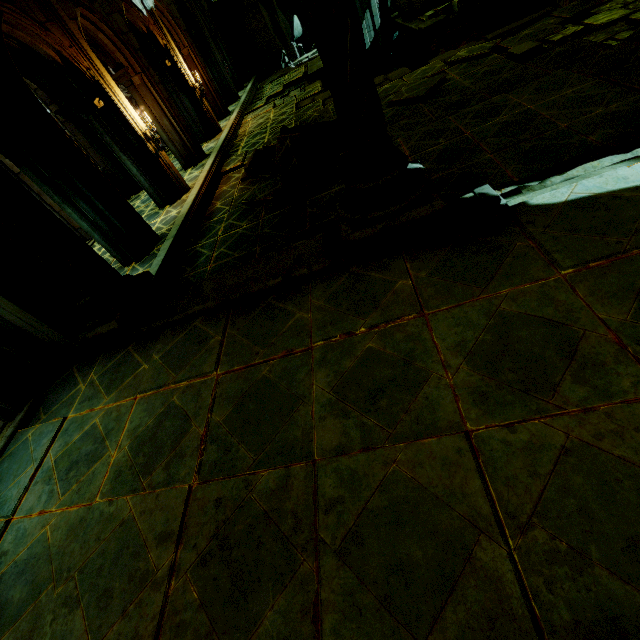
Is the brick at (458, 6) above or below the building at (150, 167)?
below

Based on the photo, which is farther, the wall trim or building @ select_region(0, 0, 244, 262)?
building @ select_region(0, 0, 244, 262)

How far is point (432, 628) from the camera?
1.6m

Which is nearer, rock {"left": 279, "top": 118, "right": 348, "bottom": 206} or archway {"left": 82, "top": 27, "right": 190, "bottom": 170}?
rock {"left": 279, "top": 118, "right": 348, "bottom": 206}

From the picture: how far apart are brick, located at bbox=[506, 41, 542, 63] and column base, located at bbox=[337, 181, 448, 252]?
6.34m

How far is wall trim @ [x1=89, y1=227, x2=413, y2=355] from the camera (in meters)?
3.69

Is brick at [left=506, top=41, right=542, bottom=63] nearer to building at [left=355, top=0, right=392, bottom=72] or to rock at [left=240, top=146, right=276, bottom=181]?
building at [left=355, top=0, right=392, bottom=72]

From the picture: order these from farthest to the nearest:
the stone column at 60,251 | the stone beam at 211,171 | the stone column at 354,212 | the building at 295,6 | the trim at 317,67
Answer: the building at 295,6 → the trim at 317,67 → the stone beam at 211,171 → the stone column at 60,251 → the stone column at 354,212
